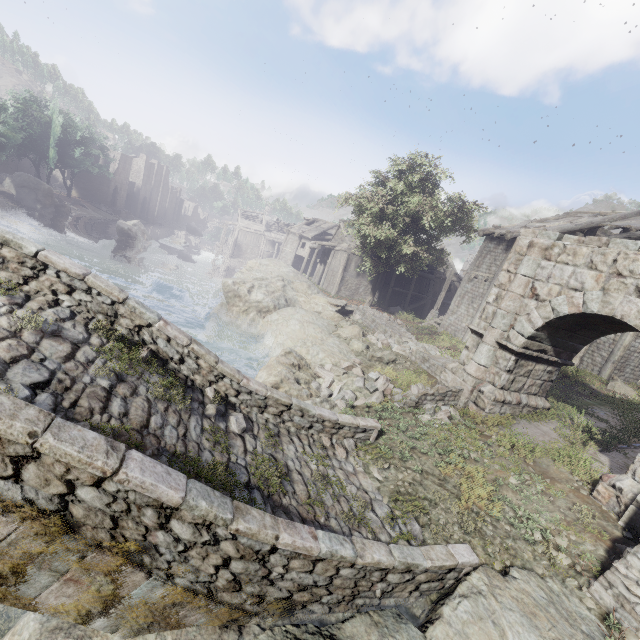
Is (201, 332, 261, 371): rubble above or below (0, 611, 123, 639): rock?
below

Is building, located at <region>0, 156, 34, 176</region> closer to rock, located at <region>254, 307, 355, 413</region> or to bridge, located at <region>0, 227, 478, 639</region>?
rock, located at <region>254, 307, 355, 413</region>

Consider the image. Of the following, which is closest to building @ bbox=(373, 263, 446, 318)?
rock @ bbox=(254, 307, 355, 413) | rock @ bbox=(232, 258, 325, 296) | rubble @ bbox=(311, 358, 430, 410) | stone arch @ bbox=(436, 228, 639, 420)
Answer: rock @ bbox=(232, 258, 325, 296)

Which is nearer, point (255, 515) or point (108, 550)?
point (108, 550)

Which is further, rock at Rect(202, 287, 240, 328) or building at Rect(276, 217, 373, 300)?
building at Rect(276, 217, 373, 300)

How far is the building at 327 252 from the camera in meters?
34.7 m

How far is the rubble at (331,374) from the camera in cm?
1143

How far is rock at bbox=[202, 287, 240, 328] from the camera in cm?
1956
